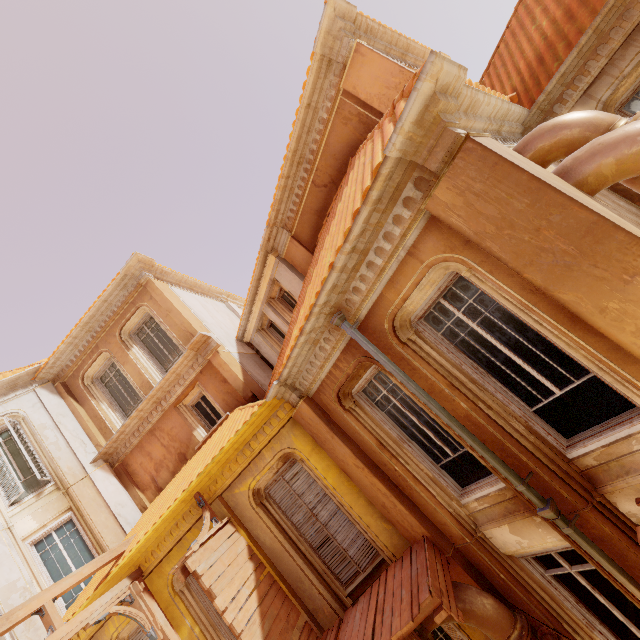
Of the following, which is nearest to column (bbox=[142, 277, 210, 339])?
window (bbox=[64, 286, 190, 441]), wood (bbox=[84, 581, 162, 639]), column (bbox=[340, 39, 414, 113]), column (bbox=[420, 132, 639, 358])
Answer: window (bbox=[64, 286, 190, 441])

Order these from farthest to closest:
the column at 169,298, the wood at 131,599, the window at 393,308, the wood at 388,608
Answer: the column at 169,298 → the wood at 131,599 → the wood at 388,608 → the window at 393,308

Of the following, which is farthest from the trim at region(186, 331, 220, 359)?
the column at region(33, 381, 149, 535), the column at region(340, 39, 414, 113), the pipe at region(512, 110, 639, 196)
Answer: the pipe at region(512, 110, 639, 196)

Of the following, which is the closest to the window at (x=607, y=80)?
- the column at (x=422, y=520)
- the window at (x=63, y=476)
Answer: the column at (x=422, y=520)

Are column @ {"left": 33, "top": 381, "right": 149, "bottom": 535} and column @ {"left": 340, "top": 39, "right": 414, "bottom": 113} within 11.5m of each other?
no

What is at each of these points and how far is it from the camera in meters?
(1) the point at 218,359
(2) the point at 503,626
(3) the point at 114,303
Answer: (1) column, 10.4 m
(2) pipe, 4.9 m
(3) trim, 11.6 m

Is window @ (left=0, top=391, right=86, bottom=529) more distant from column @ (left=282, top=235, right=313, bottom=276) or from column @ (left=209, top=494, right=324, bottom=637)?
column @ (left=282, top=235, right=313, bottom=276)

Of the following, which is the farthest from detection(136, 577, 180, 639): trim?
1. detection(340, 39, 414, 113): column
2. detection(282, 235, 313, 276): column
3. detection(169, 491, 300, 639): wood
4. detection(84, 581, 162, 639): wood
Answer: detection(340, 39, 414, 113): column
